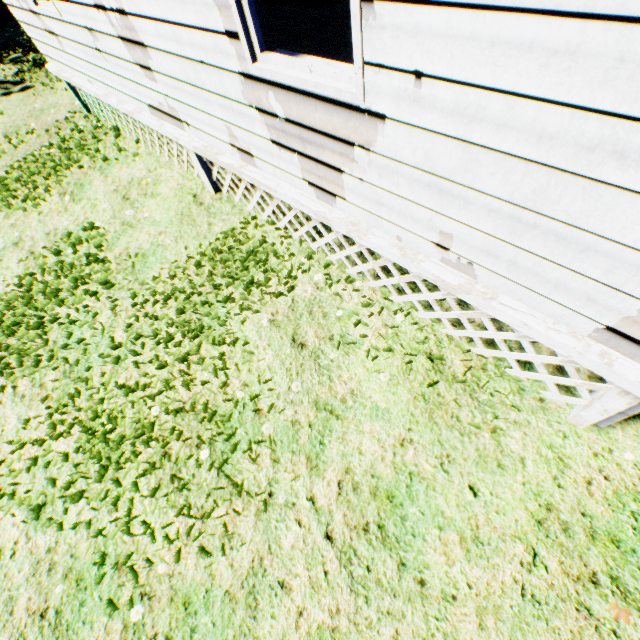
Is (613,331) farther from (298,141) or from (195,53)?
(195,53)
